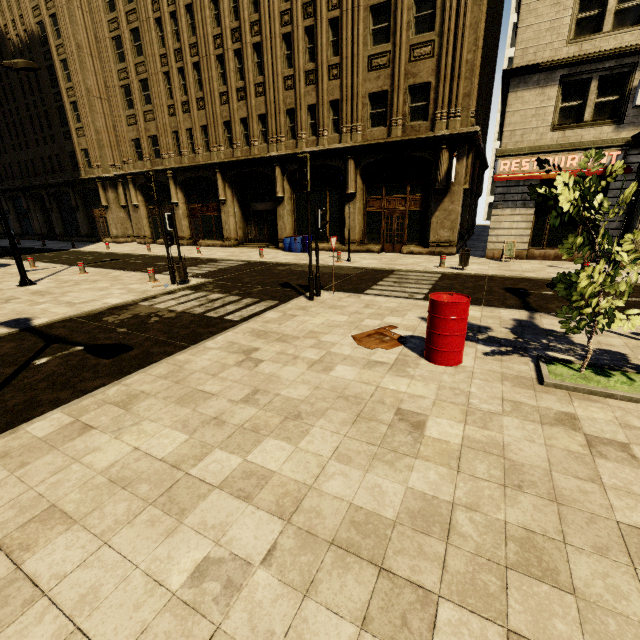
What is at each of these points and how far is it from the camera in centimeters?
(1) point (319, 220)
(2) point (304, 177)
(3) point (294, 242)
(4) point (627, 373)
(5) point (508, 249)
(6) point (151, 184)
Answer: (1) traffic light, 899cm
(2) traffic light, 823cm
(3) barrel, 1992cm
(4) tree, 490cm
(5) sign, 1499cm
(6) traffic light, 1085cm

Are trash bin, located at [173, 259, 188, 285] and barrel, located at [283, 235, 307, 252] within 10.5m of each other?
yes

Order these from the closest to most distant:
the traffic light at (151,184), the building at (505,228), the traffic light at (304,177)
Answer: the traffic light at (304,177) < the traffic light at (151,184) < the building at (505,228)

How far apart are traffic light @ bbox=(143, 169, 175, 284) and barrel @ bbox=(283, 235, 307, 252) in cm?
916

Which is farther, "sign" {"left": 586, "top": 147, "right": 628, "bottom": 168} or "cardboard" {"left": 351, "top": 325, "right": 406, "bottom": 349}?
"sign" {"left": 586, "top": 147, "right": 628, "bottom": 168}

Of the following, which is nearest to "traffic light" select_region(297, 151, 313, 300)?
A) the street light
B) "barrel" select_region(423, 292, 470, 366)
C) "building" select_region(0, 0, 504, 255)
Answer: "barrel" select_region(423, 292, 470, 366)

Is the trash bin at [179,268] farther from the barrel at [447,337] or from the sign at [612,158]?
the sign at [612,158]

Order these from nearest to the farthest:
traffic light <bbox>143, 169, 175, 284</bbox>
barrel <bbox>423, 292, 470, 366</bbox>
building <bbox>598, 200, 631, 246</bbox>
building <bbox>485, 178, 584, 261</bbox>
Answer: barrel <bbox>423, 292, 470, 366</bbox> → traffic light <bbox>143, 169, 175, 284</bbox> → building <bbox>598, 200, 631, 246</bbox> → building <bbox>485, 178, 584, 261</bbox>
